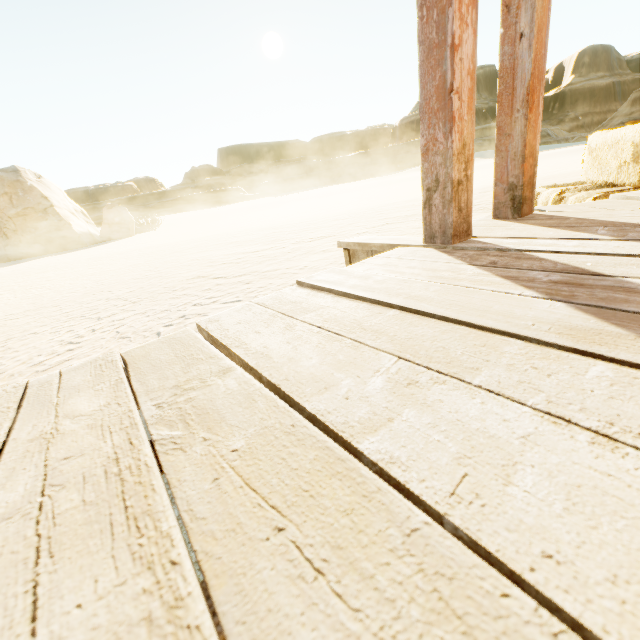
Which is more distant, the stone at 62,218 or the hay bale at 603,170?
the stone at 62,218

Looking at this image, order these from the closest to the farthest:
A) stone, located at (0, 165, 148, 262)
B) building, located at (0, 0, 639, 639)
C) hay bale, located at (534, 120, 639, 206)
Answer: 1. building, located at (0, 0, 639, 639)
2. hay bale, located at (534, 120, 639, 206)
3. stone, located at (0, 165, 148, 262)

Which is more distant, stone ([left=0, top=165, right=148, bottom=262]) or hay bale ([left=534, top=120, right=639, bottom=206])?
stone ([left=0, top=165, right=148, bottom=262])

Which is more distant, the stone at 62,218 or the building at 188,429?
the stone at 62,218

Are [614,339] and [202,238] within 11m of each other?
yes

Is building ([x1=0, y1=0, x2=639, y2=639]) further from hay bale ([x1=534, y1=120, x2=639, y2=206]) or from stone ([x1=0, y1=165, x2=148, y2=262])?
stone ([x1=0, y1=165, x2=148, y2=262])
